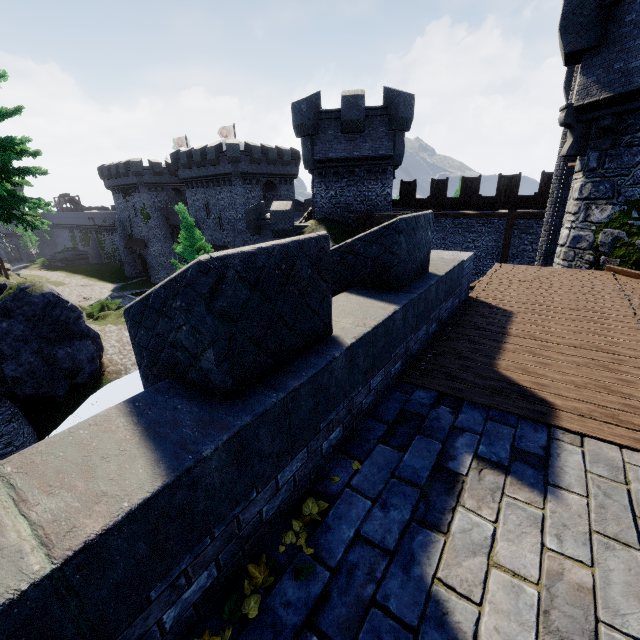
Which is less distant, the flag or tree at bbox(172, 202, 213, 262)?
tree at bbox(172, 202, 213, 262)

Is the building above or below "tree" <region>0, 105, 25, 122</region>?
below

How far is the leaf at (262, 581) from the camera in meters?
1.9 m

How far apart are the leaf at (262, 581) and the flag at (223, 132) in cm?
5071

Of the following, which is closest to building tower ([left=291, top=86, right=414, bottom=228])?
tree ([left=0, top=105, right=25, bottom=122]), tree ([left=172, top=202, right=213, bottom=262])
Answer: tree ([left=172, top=202, right=213, bottom=262])

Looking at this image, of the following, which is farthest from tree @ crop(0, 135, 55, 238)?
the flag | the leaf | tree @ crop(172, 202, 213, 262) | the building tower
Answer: the flag

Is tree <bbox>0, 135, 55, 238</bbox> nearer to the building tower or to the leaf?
the building tower

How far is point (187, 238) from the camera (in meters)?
23.05
